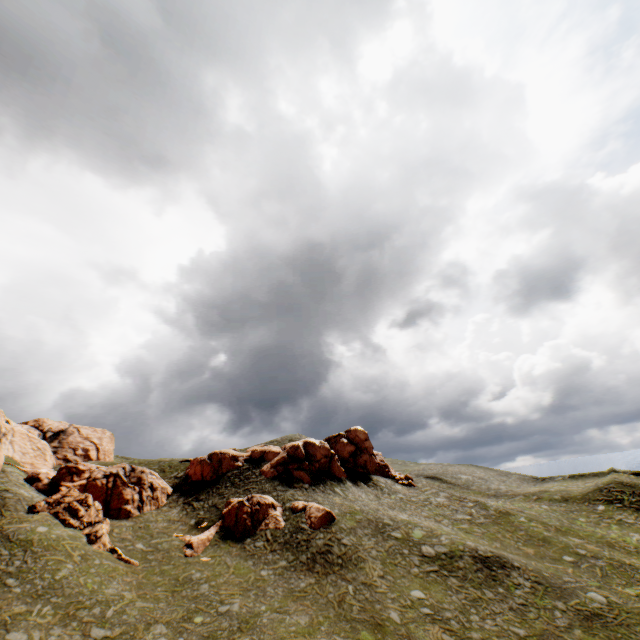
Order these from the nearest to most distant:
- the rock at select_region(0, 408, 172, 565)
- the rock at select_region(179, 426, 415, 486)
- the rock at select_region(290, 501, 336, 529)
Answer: the rock at select_region(0, 408, 172, 565) → the rock at select_region(290, 501, 336, 529) → the rock at select_region(179, 426, 415, 486)

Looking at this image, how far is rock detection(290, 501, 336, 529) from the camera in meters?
32.2

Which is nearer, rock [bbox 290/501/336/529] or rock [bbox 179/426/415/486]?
rock [bbox 290/501/336/529]

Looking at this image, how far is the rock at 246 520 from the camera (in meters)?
30.92

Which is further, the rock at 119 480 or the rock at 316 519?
the rock at 316 519

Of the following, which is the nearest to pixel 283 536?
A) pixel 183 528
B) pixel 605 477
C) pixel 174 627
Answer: pixel 183 528
